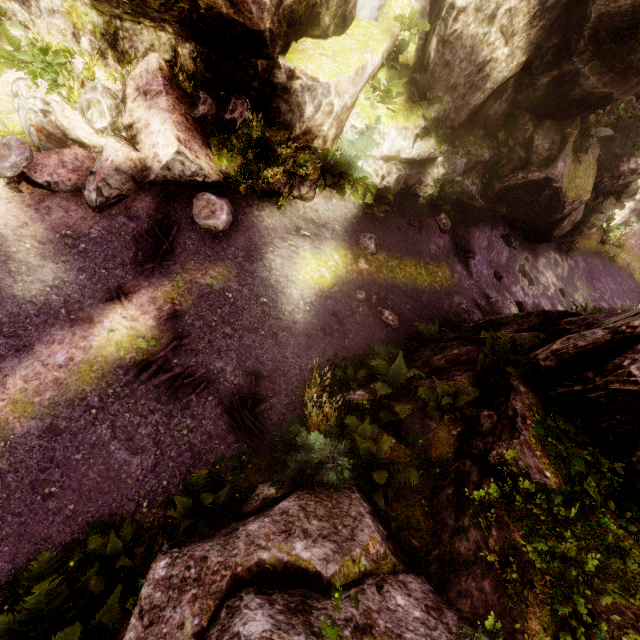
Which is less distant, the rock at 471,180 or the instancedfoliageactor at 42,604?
the instancedfoliageactor at 42,604

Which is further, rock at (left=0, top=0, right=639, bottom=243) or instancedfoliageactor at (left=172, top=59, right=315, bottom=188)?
instancedfoliageactor at (left=172, top=59, right=315, bottom=188)

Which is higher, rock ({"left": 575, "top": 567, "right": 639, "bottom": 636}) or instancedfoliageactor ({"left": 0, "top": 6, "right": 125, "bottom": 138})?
rock ({"left": 575, "top": 567, "right": 639, "bottom": 636})

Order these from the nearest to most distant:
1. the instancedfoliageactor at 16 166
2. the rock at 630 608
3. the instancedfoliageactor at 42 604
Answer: the rock at 630 608 < the instancedfoliageactor at 42 604 < the instancedfoliageactor at 16 166

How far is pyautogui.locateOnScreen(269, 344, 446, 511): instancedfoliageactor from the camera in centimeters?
Result: 504cm

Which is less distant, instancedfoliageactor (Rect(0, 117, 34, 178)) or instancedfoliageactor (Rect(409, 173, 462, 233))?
instancedfoliageactor (Rect(0, 117, 34, 178))

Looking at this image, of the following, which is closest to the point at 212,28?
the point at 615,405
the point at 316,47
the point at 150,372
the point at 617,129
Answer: the point at 316,47

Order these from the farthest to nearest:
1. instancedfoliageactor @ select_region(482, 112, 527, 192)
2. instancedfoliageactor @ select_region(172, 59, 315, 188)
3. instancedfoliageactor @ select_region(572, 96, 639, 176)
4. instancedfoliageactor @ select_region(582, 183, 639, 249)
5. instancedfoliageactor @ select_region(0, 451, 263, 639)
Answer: instancedfoliageactor @ select_region(582, 183, 639, 249) → instancedfoliageactor @ select_region(572, 96, 639, 176) → instancedfoliageactor @ select_region(482, 112, 527, 192) → instancedfoliageactor @ select_region(172, 59, 315, 188) → instancedfoliageactor @ select_region(0, 451, 263, 639)
